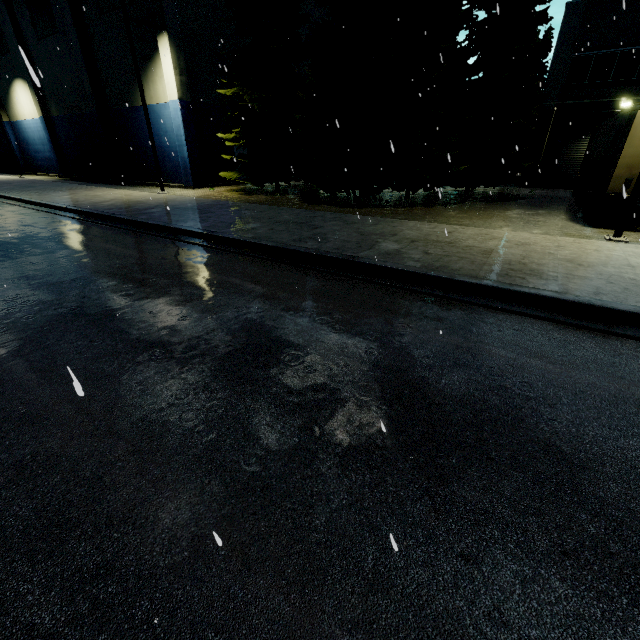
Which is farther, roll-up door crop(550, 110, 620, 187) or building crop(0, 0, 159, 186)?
building crop(0, 0, 159, 186)

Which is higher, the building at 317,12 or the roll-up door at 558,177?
the building at 317,12

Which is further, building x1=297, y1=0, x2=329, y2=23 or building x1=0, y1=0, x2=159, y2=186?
building x1=297, y1=0, x2=329, y2=23

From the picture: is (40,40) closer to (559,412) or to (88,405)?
(88,405)

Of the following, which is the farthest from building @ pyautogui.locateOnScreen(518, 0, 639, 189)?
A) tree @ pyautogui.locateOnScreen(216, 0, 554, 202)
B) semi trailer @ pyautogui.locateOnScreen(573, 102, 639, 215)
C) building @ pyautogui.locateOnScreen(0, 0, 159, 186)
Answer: semi trailer @ pyautogui.locateOnScreen(573, 102, 639, 215)

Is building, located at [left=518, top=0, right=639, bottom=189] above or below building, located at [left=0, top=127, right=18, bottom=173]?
above

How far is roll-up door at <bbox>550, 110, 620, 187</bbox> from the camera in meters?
20.5

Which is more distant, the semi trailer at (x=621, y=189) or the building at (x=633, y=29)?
the building at (x=633, y=29)
